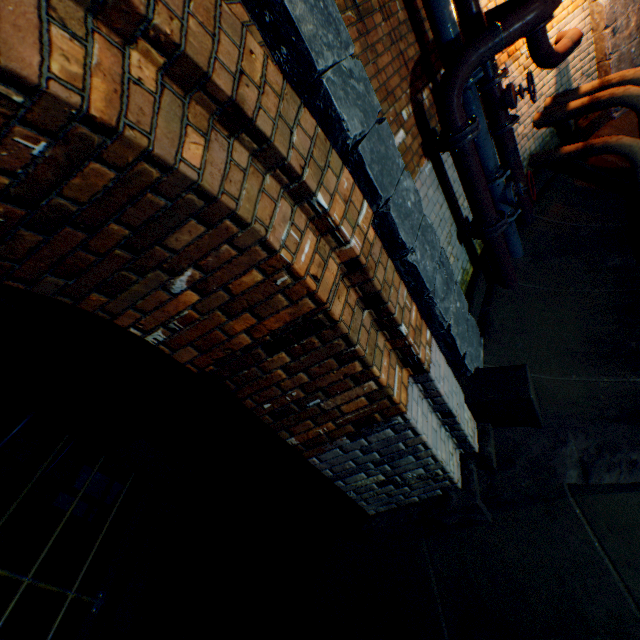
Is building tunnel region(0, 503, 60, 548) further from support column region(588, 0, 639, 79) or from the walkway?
support column region(588, 0, 639, 79)

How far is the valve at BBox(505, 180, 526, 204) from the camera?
3.6m

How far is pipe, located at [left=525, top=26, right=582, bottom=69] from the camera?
3.7m

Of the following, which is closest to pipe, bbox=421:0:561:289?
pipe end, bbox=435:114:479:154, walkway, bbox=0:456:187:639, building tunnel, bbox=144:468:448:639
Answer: pipe end, bbox=435:114:479:154

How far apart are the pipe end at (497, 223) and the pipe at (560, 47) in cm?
212

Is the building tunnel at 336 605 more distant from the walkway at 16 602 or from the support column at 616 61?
the support column at 616 61

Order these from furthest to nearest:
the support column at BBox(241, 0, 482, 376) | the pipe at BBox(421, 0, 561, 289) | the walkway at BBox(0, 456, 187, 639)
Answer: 1. the walkway at BBox(0, 456, 187, 639)
2. the pipe at BBox(421, 0, 561, 289)
3. the support column at BBox(241, 0, 482, 376)

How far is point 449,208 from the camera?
3.55m
